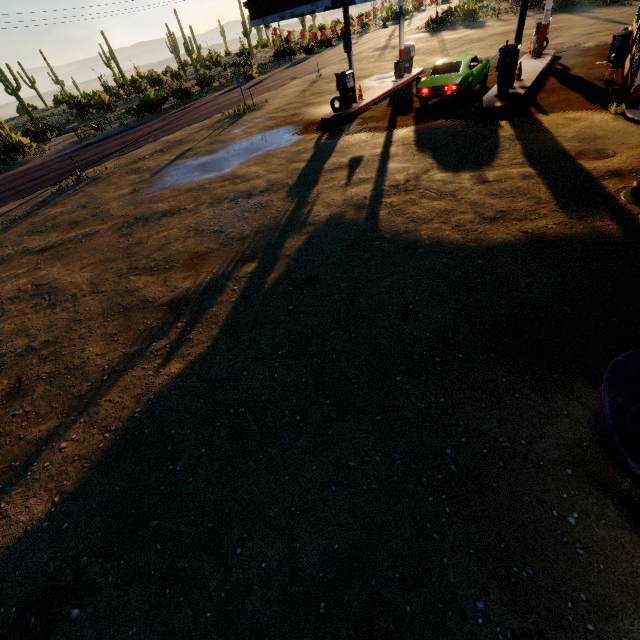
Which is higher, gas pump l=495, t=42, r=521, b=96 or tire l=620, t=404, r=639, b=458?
gas pump l=495, t=42, r=521, b=96

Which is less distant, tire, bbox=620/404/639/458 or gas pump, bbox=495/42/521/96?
tire, bbox=620/404/639/458

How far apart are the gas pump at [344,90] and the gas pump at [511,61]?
6.5m

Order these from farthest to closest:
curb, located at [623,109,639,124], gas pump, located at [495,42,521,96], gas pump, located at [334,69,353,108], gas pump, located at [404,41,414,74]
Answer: gas pump, located at [404,41,414,74]
gas pump, located at [334,69,353,108]
gas pump, located at [495,42,521,96]
curb, located at [623,109,639,124]

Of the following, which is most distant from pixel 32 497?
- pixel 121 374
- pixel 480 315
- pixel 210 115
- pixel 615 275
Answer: pixel 210 115

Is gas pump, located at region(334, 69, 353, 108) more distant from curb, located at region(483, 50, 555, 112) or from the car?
curb, located at region(483, 50, 555, 112)

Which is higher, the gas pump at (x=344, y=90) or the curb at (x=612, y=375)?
the gas pump at (x=344, y=90)

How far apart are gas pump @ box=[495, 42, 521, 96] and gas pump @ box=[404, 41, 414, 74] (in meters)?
9.89
